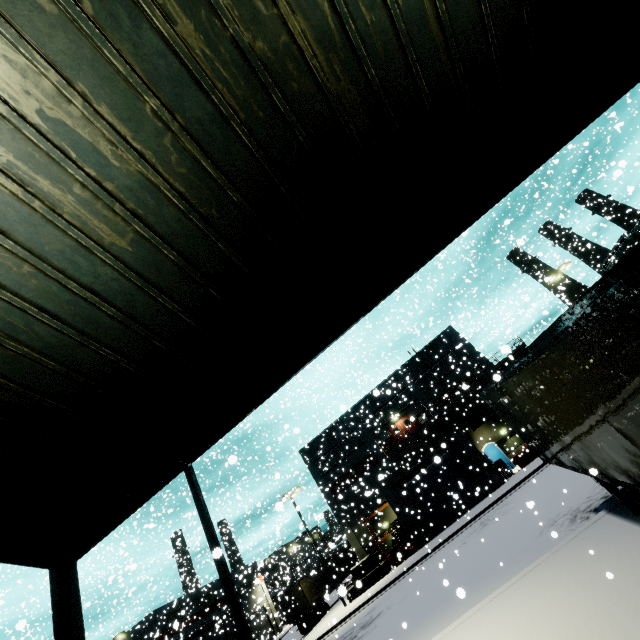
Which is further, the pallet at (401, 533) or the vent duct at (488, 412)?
the vent duct at (488, 412)

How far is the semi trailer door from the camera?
31.15m

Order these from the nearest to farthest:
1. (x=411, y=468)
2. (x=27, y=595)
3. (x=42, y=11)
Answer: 1. (x=42, y=11)
2. (x=411, y=468)
3. (x=27, y=595)

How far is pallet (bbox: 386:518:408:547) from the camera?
28.5m

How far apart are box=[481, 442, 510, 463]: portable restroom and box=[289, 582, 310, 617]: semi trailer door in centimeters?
2264cm

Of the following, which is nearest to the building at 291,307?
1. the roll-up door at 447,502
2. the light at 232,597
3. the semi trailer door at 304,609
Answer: the roll-up door at 447,502

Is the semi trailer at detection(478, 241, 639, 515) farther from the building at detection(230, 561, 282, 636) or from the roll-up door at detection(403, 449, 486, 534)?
the roll-up door at detection(403, 449, 486, 534)

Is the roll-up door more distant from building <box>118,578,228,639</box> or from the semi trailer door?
the semi trailer door
